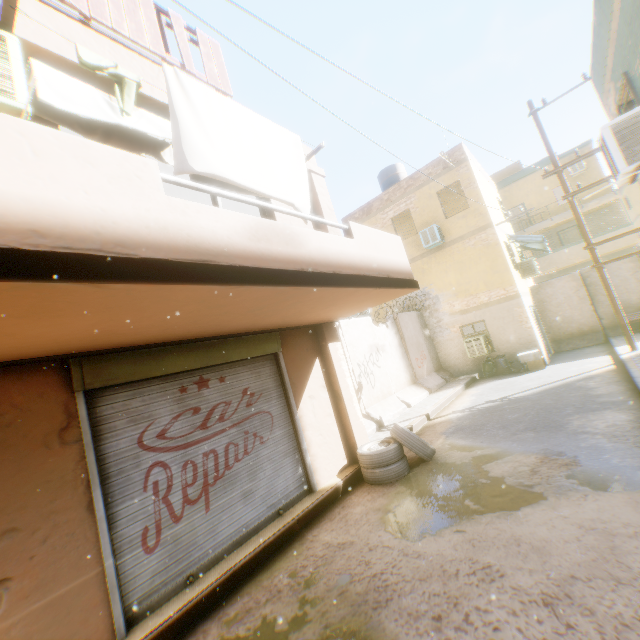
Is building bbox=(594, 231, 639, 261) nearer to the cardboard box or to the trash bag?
the trash bag

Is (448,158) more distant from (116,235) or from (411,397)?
(116,235)

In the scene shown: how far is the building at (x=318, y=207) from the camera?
7.2 meters

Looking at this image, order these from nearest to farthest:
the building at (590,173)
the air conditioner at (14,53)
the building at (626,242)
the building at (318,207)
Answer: the air conditioner at (14,53) < the building at (318,207) < the building at (626,242) < the building at (590,173)

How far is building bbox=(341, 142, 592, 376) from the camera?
13.73m

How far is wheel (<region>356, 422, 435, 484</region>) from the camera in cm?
605

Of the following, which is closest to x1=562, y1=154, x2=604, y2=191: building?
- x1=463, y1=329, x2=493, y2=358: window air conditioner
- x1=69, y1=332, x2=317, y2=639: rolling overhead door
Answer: x1=69, y1=332, x2=317, y2=639: rolling overhead door
